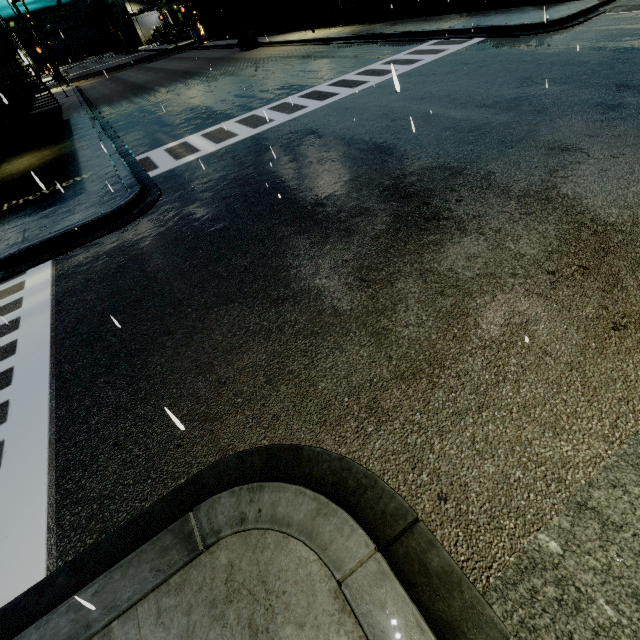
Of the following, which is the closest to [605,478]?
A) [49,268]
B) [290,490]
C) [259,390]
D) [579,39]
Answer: [290,490]

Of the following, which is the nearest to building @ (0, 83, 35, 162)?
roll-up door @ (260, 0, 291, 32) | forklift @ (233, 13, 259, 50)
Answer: roll-up door @ (260, 0, 291, 32)

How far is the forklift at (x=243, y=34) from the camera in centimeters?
2706cm

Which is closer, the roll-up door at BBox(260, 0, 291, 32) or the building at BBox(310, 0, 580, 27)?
the building at BBox(310, 0, 580, 27)

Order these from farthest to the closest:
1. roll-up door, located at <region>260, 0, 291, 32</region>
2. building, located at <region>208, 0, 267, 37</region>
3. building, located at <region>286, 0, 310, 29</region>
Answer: building, located at <region>208, 0, 267, 37</region> < roll-up door, located at <region>260, 0, 291, 32</region> < building, located at <region>286, 0, 310, 29</region>

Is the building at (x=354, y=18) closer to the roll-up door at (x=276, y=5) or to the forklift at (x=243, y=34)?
the roll-up door at (x=276, y=5)

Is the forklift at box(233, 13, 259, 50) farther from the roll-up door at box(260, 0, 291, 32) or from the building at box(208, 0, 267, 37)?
the building at box(208, 0, 267, 37)

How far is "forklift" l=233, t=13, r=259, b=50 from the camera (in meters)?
27.06
